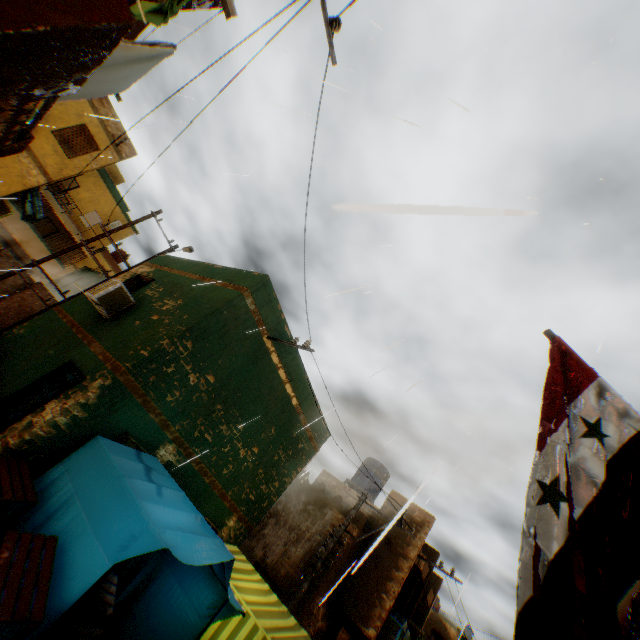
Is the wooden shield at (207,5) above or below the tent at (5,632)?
above

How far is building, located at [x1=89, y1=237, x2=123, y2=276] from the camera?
26.8m

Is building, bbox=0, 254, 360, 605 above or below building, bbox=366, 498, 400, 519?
below

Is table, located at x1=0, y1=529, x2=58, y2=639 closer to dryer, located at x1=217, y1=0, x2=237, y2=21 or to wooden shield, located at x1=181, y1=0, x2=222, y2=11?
dryer, located at x1=217, y1=0, x2=237, y2=21

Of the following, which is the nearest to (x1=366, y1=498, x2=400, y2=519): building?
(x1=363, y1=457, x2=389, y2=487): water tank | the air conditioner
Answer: the air conditioner

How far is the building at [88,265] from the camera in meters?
24.1 m

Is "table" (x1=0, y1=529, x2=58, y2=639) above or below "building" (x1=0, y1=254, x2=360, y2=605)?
below

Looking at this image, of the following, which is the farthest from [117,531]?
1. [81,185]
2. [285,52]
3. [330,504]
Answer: [81,185]
